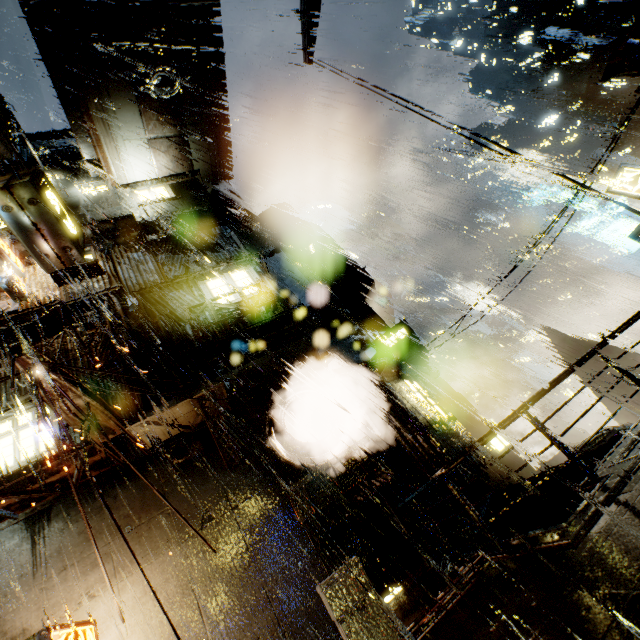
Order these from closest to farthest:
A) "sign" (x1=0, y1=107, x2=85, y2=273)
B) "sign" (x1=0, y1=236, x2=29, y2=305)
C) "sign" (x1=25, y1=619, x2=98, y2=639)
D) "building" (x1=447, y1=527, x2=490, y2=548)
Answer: "sign" (x1=0, y1=107, x2=85, y2=273), "sign" (x1=25, y1=619, x2=98, y2=639), "building" (x1=447, y1=527, x2=490, y2=548), "sign" (x1=0, y1=236, x2=29, y2=305)

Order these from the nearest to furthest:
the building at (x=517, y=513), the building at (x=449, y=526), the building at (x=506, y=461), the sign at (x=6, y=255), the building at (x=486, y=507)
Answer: the building at (x=517, y=513) < the building at (x=449, y=526) < the building at (x=486, y=507) < the building at (x=506, y=461) < the sign at (x=6, y=255)

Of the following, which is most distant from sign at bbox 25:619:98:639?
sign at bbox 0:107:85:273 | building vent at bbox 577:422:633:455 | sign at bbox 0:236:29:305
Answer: building vent at bbox 577:422:633:455

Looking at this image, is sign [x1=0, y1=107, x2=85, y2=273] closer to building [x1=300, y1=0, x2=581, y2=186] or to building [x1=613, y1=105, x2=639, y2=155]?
building [x1=300, y1=0, x2=581, y2=186]

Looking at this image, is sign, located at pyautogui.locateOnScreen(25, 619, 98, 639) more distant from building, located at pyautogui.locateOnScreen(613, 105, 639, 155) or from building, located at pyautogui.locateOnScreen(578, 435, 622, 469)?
building, located at pyautogui.locateOnScreen(613, 105, 639, 155)

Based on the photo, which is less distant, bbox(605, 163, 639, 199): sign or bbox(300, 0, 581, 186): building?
bbox(605, 163, 639, 199): sign

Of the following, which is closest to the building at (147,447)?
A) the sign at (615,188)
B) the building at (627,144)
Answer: the sign at (615,188)

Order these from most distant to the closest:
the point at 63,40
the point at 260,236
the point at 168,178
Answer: the point at 260,236
the point at 168,178
the point at 63,40
